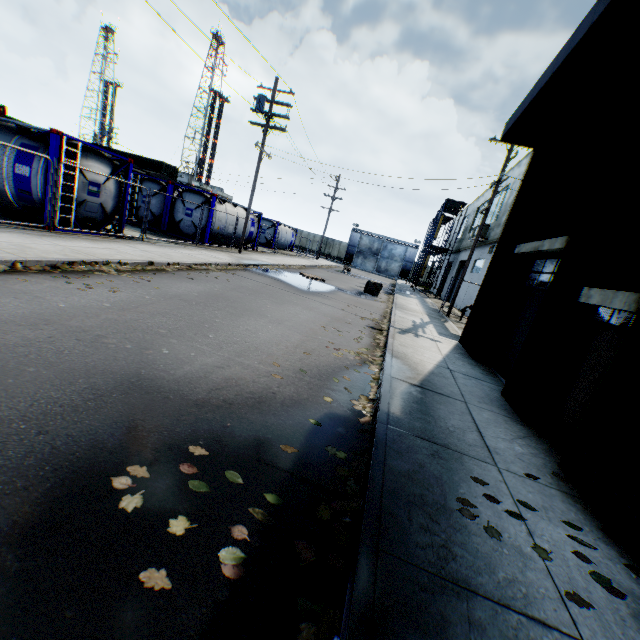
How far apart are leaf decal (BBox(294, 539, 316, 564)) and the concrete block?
16.5 meters

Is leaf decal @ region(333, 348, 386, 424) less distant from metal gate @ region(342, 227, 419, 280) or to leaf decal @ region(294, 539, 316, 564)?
leaf decal @ region(294, 539, 316, 564)

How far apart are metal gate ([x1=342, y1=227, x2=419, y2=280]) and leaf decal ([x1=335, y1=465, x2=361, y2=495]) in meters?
52.8

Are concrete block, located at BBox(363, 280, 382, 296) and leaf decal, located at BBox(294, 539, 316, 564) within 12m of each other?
no

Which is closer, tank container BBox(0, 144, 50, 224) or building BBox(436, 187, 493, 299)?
tank container BBox(0, 144, 50, 224)

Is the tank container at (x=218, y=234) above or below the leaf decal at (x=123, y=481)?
above

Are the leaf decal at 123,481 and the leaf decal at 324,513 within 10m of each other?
yes

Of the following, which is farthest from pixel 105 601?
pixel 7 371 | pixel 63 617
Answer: pixel 7 371
